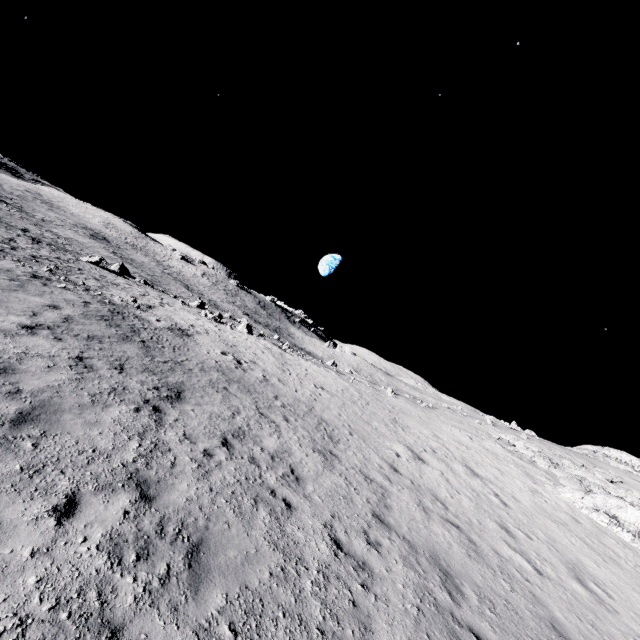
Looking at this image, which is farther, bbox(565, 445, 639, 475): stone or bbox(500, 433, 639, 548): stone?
bbox(565, 445, 639, 475): stone

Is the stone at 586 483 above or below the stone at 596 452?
below

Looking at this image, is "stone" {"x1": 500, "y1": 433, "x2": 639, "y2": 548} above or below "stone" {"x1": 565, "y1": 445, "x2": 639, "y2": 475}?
below

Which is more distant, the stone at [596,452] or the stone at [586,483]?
the stone at [596,452]

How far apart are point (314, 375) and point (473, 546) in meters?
15.3 m
